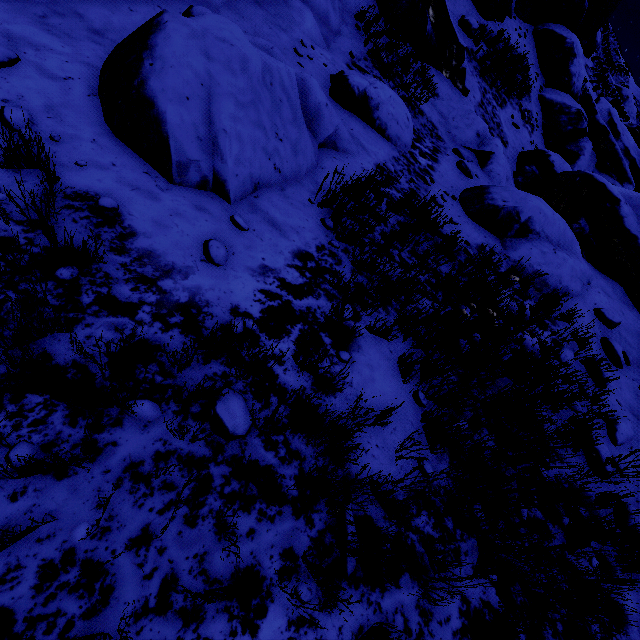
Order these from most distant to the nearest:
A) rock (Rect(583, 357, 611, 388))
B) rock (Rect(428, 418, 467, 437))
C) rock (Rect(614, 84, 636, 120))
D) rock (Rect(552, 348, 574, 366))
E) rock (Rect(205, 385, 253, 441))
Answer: rock (Rect(614, 84, 636, 120)), rock (Rect(583, 357, 611, 388)), rock (Rect(552, 348, 574, 366)), rock (Rect(428, 418, 467, 437)), rock (Rect(205, 385, 253, 441))

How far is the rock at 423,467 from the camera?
2.19m

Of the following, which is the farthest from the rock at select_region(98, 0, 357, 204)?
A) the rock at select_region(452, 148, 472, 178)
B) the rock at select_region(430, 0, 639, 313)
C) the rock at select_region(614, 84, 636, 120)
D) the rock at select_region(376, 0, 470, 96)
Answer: the rock at select_region(614, 84, 636, 120)

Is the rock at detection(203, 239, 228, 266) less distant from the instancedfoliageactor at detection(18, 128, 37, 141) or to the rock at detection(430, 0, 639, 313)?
the rock at detection(430, 0, 639, 313)

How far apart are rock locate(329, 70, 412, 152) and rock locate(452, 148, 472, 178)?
1.4 meters

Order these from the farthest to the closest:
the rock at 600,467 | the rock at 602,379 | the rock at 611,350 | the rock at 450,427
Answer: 1. the rock at 611,350
2. the rock at 602,379
3. the rock at 600,467
4. the rock at 450,427

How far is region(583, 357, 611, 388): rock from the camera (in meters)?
4.60

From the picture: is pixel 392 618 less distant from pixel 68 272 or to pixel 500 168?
pixel 68 272
